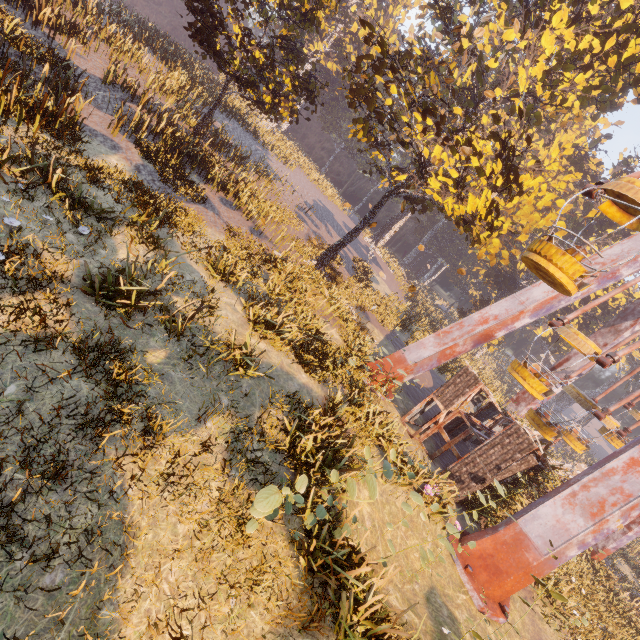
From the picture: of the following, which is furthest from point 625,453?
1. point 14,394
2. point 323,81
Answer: point 323,81

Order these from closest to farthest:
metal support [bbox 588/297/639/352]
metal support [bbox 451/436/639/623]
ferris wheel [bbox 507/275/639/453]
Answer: metal support [bbox 451/436/639/623]
ferris wheel [bbox 507/275/639/453]
metal support [bbox 588/297/639/352]

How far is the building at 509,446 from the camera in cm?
1187

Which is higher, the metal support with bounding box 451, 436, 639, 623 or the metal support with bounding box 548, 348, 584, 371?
the metal support with bounding box 548, 348, 584, 371

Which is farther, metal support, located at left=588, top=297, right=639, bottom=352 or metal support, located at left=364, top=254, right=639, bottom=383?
metal support, located at left=588, top=297, right=639, bottom=352

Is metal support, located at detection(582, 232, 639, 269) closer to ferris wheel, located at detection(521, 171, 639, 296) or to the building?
ferris wheel, located at detection(521, 171, 639, 296)

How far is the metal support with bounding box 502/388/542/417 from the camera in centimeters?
2267cm

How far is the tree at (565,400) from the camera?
57.47m
